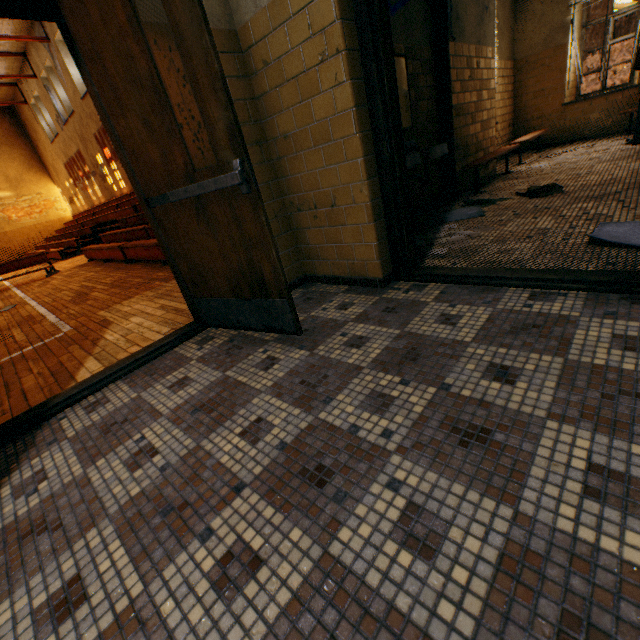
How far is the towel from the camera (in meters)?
3.90

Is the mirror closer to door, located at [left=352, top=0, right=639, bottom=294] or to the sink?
the sink

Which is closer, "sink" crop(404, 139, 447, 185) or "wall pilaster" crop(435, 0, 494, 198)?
"sink" crop(404, 139, 447, 185)

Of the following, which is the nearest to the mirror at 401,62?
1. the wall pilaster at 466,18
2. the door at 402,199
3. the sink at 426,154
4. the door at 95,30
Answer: the sink at 426,154

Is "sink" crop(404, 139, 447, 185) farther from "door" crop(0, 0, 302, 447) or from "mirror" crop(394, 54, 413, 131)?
"door" crop(0, 0, 302, 447)

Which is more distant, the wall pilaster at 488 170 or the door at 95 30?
the wall pilaster at 488 170

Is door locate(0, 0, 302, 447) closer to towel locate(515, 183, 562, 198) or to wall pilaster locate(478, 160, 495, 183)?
towel locate(515, 183, 562, 198)

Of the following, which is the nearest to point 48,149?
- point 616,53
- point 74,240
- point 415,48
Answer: point 74,240
